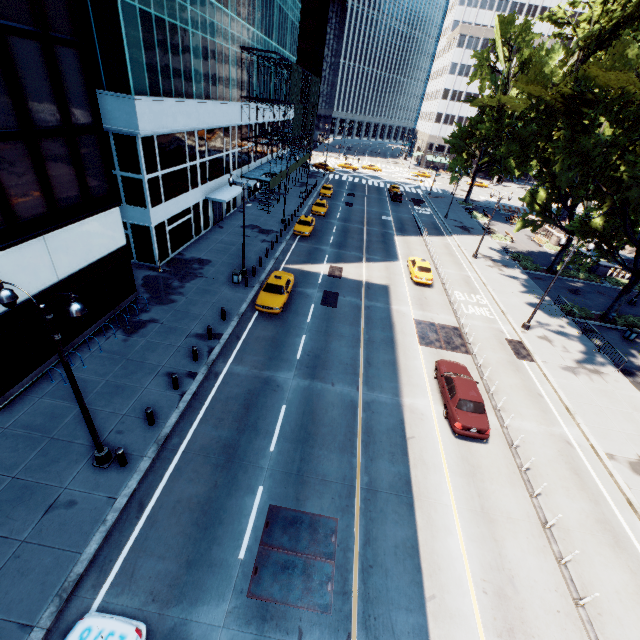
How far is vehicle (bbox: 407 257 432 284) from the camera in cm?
A: 2862

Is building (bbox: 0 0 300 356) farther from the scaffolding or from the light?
the light

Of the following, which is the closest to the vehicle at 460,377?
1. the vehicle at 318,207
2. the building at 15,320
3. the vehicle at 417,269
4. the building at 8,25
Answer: the vehicle at 417,269

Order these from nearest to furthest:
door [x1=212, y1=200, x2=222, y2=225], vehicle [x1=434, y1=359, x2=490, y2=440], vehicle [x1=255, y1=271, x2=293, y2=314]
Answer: vehicle [x1=434, y1=359, x2=490, y2=440]
vehicle [x1=255, y1=271, x2=293, y2=314]
door [x1=212, y1=200, x2=222, y2=225]

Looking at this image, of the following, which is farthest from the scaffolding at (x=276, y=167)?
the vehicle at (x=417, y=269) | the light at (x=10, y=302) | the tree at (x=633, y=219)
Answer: the light at (x=10, y=302)

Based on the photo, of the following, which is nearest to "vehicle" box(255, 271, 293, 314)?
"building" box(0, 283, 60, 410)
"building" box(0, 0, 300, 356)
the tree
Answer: "building" box(0, 283, 60, 410)

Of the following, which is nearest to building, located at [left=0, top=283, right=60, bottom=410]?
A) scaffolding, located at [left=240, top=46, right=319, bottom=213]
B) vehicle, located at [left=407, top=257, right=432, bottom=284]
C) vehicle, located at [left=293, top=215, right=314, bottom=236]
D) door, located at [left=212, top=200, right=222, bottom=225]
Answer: door, located at [left=212, top=200, right=222, bottom=225]

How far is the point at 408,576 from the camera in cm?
1059
